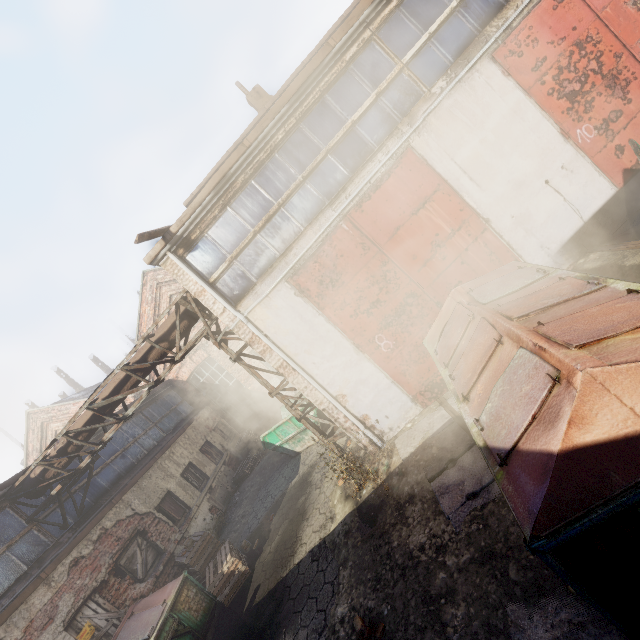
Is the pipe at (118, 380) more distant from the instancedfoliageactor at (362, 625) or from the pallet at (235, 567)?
the instancedfoliageactor at (362, 625)

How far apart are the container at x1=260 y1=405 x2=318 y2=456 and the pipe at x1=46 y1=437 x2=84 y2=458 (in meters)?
4.42

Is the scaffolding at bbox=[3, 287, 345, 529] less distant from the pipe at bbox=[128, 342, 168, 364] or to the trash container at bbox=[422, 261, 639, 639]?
the pipe at bbox=[128, 342, 168, 364]

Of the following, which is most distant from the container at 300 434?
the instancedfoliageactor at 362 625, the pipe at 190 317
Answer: the instancedfoliageactor at 362 625

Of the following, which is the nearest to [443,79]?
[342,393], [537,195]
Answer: [537,195]

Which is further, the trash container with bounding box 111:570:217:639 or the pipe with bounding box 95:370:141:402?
the pipe with bounding box 95:370:141:402

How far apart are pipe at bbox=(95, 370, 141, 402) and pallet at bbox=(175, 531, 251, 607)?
4.2 meters

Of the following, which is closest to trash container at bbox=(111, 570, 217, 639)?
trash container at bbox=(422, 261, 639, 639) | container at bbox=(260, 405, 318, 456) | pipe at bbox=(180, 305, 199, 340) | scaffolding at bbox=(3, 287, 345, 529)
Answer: scaffolding at bbox=(3, 287, 345, 529)
